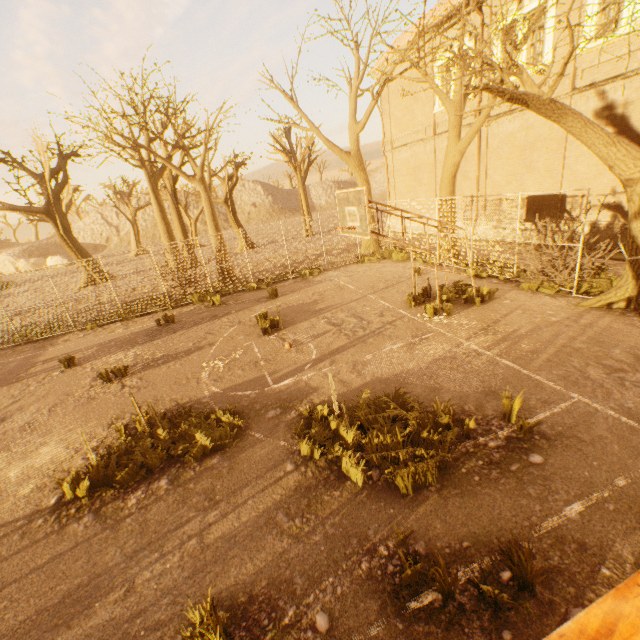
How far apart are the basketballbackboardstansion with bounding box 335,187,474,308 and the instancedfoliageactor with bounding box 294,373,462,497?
3.9m

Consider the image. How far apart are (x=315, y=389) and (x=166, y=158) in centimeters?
1798cm

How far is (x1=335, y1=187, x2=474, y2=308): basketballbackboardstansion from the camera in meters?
7.9

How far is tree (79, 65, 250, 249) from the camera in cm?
1503

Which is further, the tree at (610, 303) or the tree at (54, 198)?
the tree at (54, 198)

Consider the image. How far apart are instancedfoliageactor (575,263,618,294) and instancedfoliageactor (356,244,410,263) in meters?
6.8 m

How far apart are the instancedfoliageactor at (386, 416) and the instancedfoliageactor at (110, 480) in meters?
1.3

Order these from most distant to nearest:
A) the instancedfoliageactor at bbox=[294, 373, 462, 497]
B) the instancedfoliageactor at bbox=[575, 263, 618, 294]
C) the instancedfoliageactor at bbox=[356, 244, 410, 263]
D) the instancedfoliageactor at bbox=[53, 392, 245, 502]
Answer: the instancedfoliageactor at bbox=[356, 244, 410, 263] → the instancedfoliageactor at bbox=[575, 263, 618, 294] → the instancedfoliageactor at bbox=[53, 392, 245, 502] → the instancedfoliageactor at bbox=[294, 373, 462, 497]
